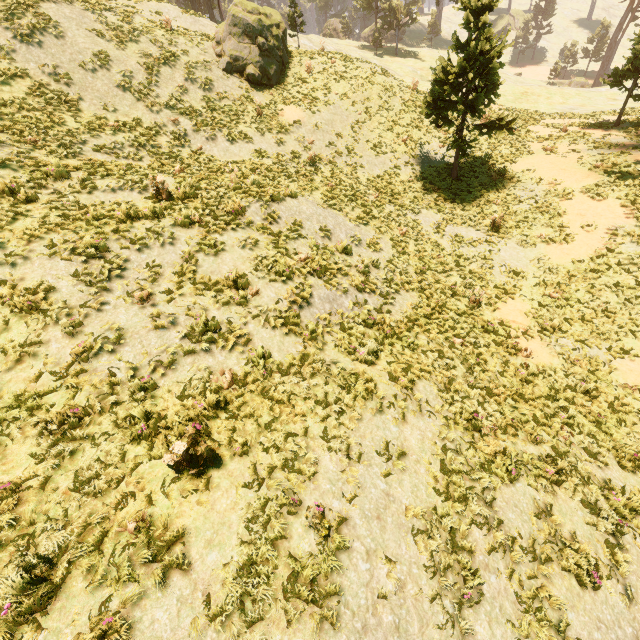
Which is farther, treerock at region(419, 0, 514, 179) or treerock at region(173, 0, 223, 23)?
treerock at region(173, 0, 223, 23)

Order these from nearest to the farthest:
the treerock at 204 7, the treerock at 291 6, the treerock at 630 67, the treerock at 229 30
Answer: the treerock at 229 30 → the treerock at 630 67 → the treerock at 204 7 → the treerock at 291 6

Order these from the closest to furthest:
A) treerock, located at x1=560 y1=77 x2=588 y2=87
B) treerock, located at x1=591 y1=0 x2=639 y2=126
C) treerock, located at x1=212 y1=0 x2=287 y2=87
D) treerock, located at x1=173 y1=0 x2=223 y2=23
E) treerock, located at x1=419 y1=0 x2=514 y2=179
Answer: treerock, located at x1=419 y1=0 x2=514 y2=179 → treerock, located at x1=212 y1=0 x2=287 y2=87 → treerock, located at x1=591 y1=0 x2=639 y2=126 → treerock, located at x1=173 y1=0 x2=223 y2=23 → treerock, located at x1=560 y1=77 x2=588 y2=87

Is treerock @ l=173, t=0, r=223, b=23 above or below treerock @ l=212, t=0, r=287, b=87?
above

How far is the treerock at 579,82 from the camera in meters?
50.4

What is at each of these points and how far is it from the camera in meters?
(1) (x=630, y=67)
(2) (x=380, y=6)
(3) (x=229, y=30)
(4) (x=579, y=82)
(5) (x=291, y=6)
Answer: (1) treerock, 18.7
(2) treerock, 53.2
(3) treerock, 18.5
(4) treerock, 50.5
(5) treerock, 29.5

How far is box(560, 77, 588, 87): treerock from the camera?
50.4 meters
